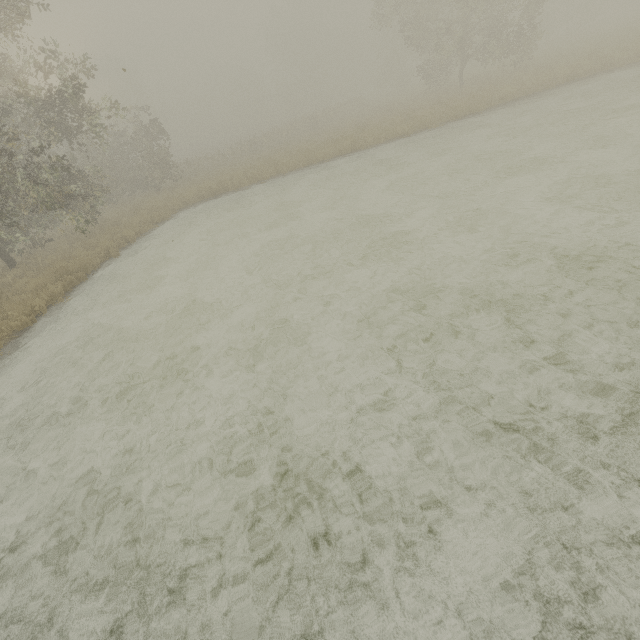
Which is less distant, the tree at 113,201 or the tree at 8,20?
the tree at 8,20

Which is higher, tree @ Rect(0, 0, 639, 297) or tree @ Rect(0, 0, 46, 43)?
tree @ Rect(0, 0, 46, 43)

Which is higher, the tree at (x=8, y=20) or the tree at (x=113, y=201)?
the tree at (x=8, y=20)

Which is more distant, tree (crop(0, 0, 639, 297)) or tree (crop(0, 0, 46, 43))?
tree (crop(0, 0, 639, 297))

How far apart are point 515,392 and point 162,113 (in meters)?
75.28
